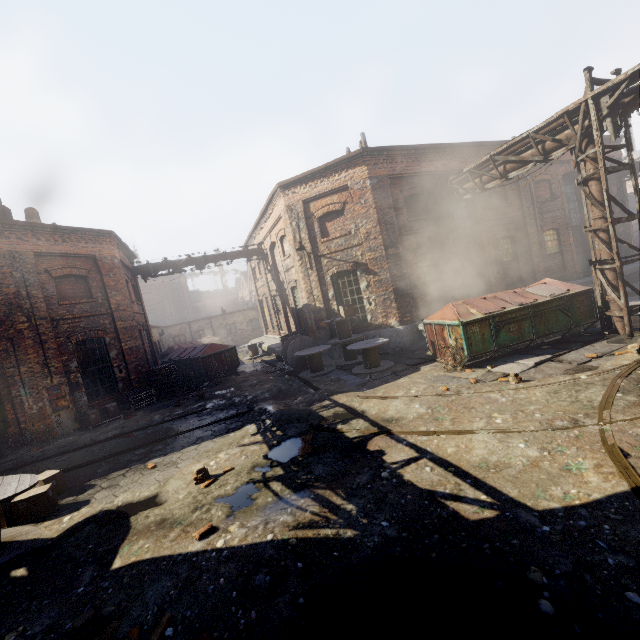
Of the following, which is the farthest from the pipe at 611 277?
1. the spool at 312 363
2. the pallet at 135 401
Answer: the pallet at 135 401

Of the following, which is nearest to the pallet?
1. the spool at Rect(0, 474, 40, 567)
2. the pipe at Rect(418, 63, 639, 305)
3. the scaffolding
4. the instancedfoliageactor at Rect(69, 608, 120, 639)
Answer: the spool at Rect(0, 474, 40, 567)

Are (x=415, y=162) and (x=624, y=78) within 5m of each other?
no

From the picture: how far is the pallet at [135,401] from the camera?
13.46m

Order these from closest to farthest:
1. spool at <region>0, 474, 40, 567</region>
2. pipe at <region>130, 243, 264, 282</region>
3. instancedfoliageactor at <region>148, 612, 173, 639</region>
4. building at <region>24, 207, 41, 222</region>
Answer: instancedfoliageactor at <region>148, 612, 173, 639</region>
spool at <region>0, 474, 40, 567</region>
building at <region>24, 207, 41, 222</region>
pipe at <region>130, 243, 264, 282</region>

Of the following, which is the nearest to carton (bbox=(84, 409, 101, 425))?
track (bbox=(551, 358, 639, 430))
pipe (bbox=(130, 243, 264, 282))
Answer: pipe (bbox=(130, 243, 264, 282))

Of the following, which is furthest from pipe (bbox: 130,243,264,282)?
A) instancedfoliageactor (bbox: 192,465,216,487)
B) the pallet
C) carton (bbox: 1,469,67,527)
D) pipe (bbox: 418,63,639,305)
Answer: instancedfoliageactor (bbox: 192,465,216,487)

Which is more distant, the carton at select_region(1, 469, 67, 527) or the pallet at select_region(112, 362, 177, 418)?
the pallet at select_region(112, 362, 177, 418)
